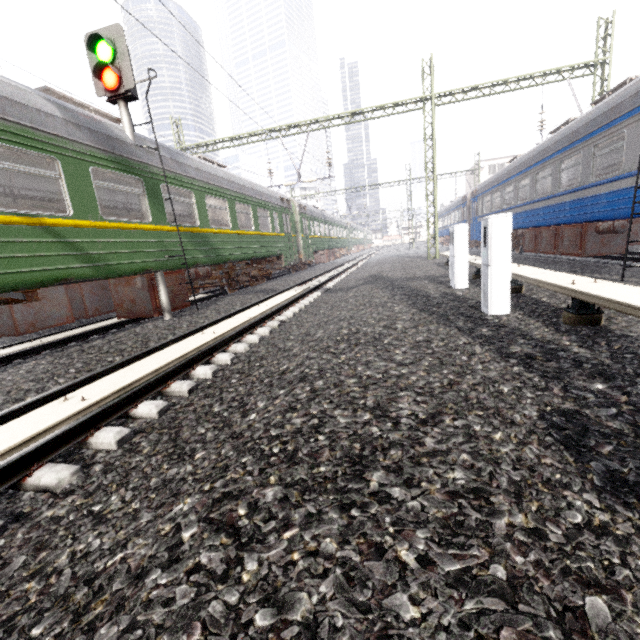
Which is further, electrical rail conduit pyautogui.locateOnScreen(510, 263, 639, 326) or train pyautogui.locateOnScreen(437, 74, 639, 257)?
train pyautogui.locateOnScreen(437, 74, 639, 257)

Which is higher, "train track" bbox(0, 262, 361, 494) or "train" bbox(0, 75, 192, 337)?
"train" bbox(0, 75, 192, 337)

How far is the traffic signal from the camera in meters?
6.3

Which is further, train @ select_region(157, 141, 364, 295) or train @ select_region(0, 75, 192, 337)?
train @ select_region(157, 141, 364, 295)

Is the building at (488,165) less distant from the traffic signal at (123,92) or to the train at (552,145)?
the train at (552,145)

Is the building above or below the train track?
above

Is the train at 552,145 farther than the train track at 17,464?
Yes

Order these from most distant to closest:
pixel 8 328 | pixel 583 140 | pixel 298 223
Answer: pixel 298 223 → pixel 583 140 → pixel 8 328
